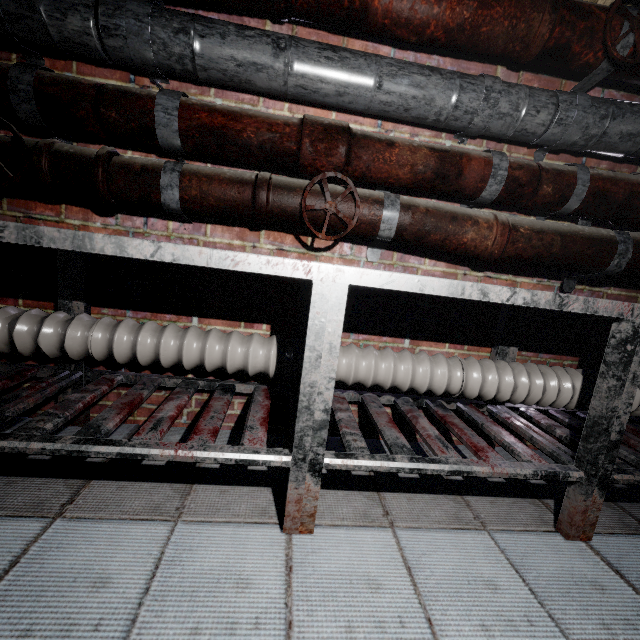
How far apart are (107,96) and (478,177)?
1.4 meters

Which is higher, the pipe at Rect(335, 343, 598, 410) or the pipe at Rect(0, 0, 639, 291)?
the pipe at Rect(0, 0, 639, 291)

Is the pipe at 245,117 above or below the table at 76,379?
above

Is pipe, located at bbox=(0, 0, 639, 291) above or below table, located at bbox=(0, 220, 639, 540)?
above

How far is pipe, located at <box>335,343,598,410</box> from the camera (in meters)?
1.35

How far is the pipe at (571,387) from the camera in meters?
1.4
